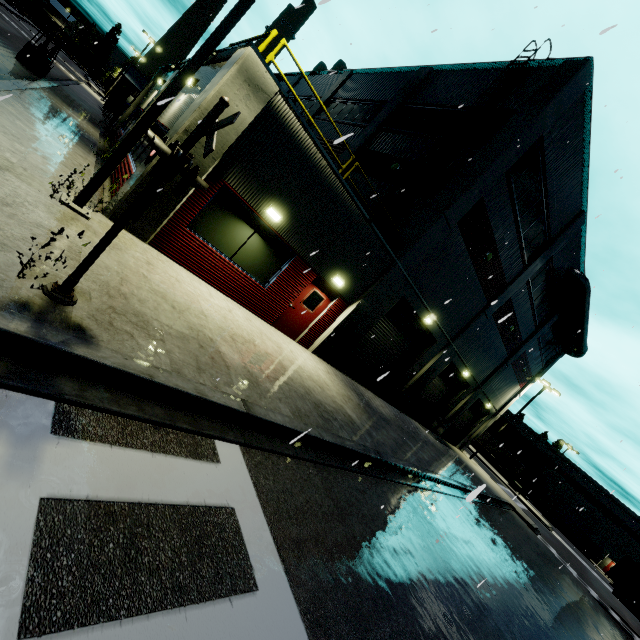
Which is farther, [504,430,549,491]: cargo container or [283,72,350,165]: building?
[504,430,549,491]: cargo container

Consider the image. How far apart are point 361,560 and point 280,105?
9.5m

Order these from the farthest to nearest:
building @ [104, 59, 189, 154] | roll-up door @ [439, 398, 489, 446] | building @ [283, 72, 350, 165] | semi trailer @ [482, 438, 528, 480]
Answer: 1. semi trailer @ [482, 438, 528, 480]
2. roll-up door @ [439, 398, 489, 446]
3. building @ [283, 72, 350, 165]
4. building @ [104, 59, 189, 154]

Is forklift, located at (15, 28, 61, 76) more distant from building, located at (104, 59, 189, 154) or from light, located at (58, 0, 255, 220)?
light, located at (58, 0, 255, 220)

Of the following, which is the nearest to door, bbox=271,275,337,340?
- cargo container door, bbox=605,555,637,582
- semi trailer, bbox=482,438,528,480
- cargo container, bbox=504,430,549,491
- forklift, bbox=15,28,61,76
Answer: semi trailer, bbox=482,438,528,480

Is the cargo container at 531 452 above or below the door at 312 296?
above

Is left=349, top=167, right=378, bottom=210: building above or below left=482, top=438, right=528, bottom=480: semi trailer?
above

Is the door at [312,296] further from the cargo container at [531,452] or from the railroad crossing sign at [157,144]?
the cargo container at [531,452]
